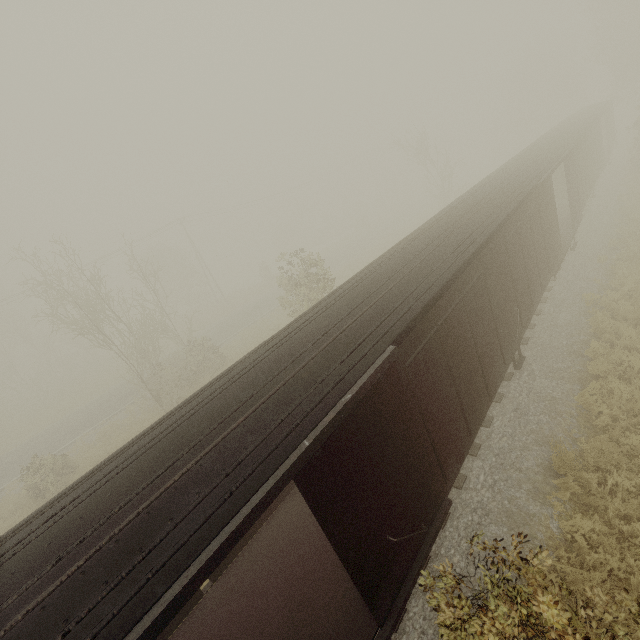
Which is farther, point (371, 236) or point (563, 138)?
point (371, 236)
